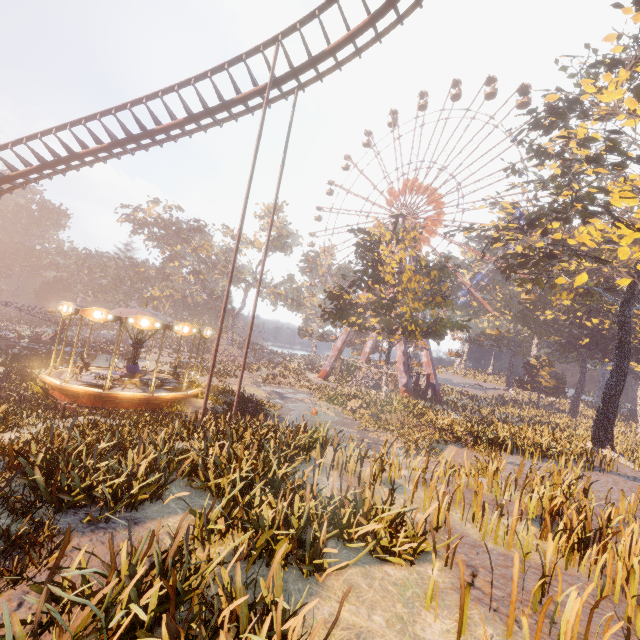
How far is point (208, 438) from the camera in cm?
995

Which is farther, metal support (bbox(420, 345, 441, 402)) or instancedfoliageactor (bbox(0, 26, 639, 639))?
metal support (bbox(420, 345, 441, 402))

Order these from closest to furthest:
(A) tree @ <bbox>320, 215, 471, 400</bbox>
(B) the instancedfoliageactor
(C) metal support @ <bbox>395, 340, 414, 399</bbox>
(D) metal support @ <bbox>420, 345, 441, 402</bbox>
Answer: (B) the instancedfoliageactor, (A) tree @ <bbox>320, 215, 471, 400</bbox>, (C) metal support @ <bbox>395, 340, 414, 399</bbox>, (D) metal support @ <bbox>420, 345, 441, 402</bbox>

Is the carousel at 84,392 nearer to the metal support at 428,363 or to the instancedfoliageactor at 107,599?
the instancedfoliageactor at 107,599

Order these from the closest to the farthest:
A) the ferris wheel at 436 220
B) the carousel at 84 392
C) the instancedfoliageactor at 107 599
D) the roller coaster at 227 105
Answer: the instancedfoliageactor at 107 599, the roller coaster at 227 105, the carousel at 84 392, the ferris wheel at 436 220

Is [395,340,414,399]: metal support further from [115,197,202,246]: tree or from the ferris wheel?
[115,197,202,246]: tree

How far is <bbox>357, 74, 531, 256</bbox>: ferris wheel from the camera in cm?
4388

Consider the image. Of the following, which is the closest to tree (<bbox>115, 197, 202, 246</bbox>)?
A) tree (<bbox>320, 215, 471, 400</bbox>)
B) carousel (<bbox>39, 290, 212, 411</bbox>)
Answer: tree (<bbox>320, 215, 471, 400</bbox>)
